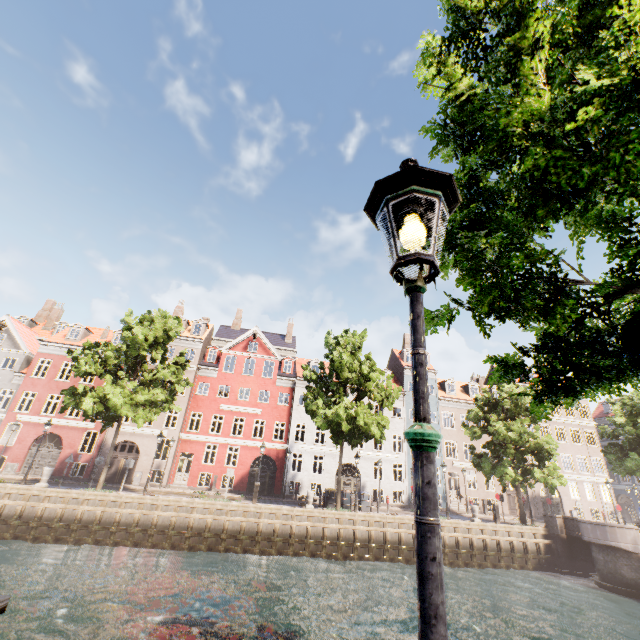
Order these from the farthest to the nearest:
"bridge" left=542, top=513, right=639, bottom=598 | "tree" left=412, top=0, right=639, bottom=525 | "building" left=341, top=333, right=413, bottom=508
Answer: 1. "building" left=341, top=333, right=413, bottom=508
2. "bridge" left=542, top=513, right=639, bottom=598
3. "tree" left=412, top=0, right=639, bottom=525

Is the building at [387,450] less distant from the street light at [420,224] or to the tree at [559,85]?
the tree at [559,85]

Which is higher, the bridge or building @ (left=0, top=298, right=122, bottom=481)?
building @ (left=0, top=298, right=122, bottom=481)

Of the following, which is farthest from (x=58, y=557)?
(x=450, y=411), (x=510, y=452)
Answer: (x=450, y=411)

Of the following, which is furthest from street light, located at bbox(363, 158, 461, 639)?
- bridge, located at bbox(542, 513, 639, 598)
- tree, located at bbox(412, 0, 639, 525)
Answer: bridge, located at bbox(542, 513, 639, 598)

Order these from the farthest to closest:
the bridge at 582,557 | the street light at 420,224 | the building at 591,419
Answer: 1. the building at 591,419
2. the bridge at 582,557
3. the street light at 420,224

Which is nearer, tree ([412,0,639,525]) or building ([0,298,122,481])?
tree ([412,0,639,525])

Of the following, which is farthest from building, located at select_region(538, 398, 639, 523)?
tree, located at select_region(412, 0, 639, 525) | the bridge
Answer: the bridge
